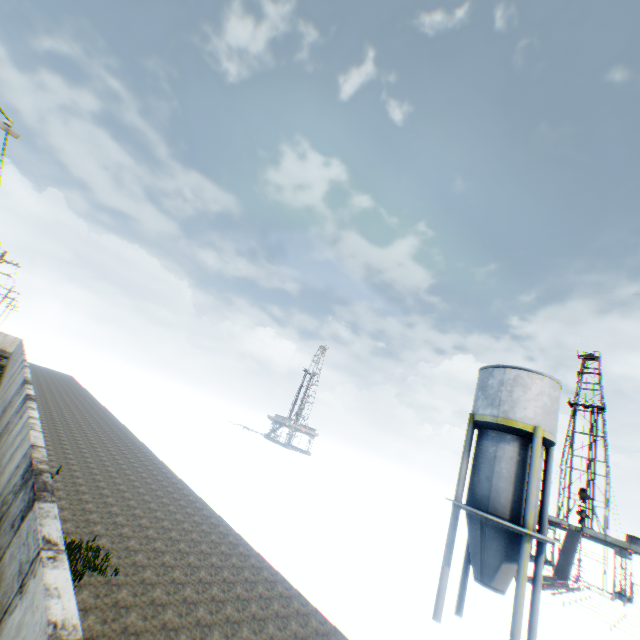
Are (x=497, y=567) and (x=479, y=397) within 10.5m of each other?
yes
